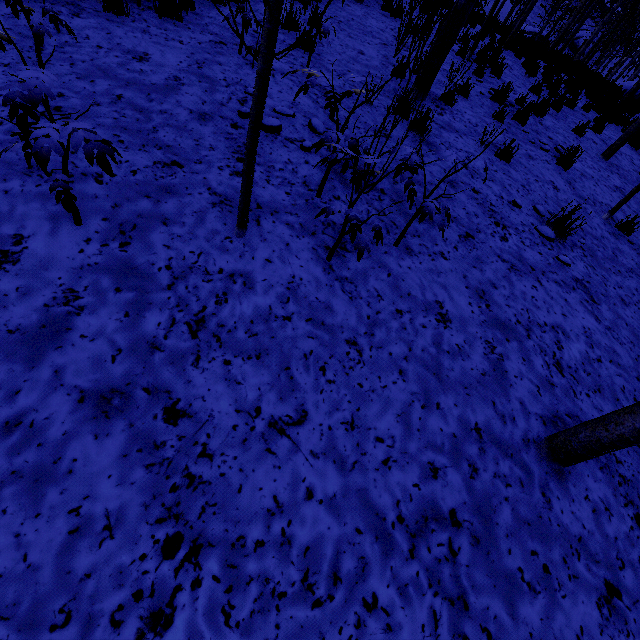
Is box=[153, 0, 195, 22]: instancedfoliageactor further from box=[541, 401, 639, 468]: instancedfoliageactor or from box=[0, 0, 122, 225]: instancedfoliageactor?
box=[541, 401, 639, 468]: instancedfoliageactor

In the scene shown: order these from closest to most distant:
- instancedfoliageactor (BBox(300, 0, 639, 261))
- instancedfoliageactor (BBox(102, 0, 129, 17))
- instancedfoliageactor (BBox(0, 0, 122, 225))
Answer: instancedfoliageactor (BBox(0, 0, 122, 225)) < instancedfoliageactor (BBox(300, 0, 639, 261)) < instancedfoliageactor (BBox(102, 0, 129, 17))

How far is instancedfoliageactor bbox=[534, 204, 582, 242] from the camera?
3.97m

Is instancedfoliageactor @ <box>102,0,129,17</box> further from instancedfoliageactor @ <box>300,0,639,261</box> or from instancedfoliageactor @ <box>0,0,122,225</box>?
instancedfoliageactor @ <box>300,0,639,261</box>

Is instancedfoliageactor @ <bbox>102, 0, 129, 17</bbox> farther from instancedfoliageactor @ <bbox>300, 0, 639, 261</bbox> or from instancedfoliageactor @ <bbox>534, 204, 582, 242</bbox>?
instancedfoliageactor @ <bbox>300, 0, 639, 261</bbox>

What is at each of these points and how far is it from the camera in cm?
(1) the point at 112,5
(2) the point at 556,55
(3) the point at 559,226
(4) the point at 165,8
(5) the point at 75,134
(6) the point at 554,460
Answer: (1) instancedfoliageactor, 388
(2) instancedfoliageactor, 1309
(3) instancedfoliageactor, 411
(4) instancedfoliageactor, 426
(5) instancedfoliageactor, 146
(6) instancedfoliageactor, 218

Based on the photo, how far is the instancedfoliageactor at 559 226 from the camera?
4.0 meters

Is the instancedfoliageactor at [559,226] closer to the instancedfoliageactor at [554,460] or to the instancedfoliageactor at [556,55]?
the instancedfoliageactor at [554,460]
